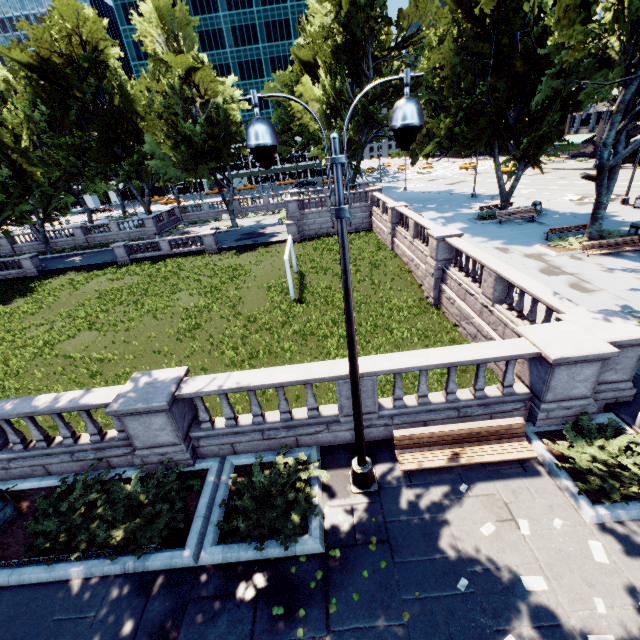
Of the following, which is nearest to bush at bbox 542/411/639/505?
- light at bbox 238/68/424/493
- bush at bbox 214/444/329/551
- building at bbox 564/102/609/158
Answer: light at bbox 238/68/424/493

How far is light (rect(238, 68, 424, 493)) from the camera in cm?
393

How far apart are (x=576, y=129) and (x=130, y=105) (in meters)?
72.06

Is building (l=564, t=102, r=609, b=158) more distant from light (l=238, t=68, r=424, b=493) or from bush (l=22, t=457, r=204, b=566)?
bush (l=22, t=457, r=204, b=566)

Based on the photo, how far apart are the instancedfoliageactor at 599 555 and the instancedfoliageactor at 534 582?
1.06m

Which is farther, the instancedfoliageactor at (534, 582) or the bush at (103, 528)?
the bush at (103, 528)

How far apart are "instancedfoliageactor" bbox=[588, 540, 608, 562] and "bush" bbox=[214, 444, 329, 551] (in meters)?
4.89

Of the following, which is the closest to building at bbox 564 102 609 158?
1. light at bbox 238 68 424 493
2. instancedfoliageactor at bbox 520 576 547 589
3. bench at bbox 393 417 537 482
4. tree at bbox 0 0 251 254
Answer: tree at bbox 0 0 251 254
